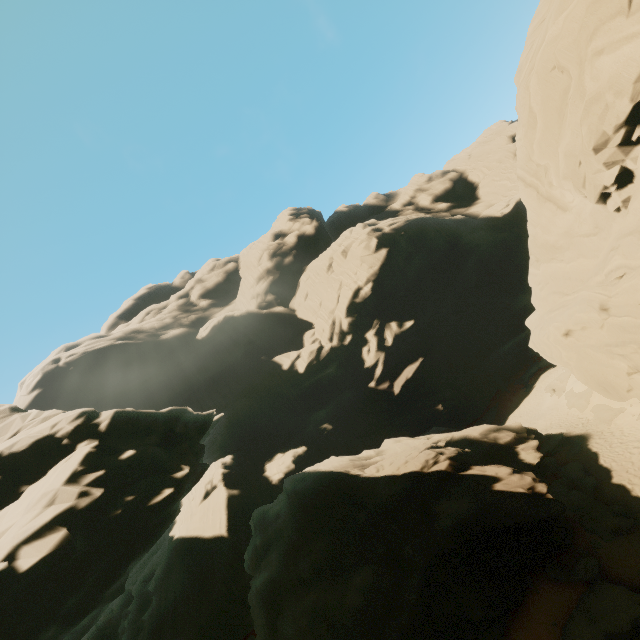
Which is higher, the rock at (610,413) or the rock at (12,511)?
the rock at (12,511)

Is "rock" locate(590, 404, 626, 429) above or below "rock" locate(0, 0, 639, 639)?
below

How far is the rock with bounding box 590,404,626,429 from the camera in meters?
21.2

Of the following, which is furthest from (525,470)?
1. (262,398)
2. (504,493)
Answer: (262,398)

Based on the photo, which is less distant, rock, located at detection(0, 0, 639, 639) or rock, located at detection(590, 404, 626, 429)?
rock, located at detection(0, 0, 639, 639)

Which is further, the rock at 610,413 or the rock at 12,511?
the rock at 610,413
